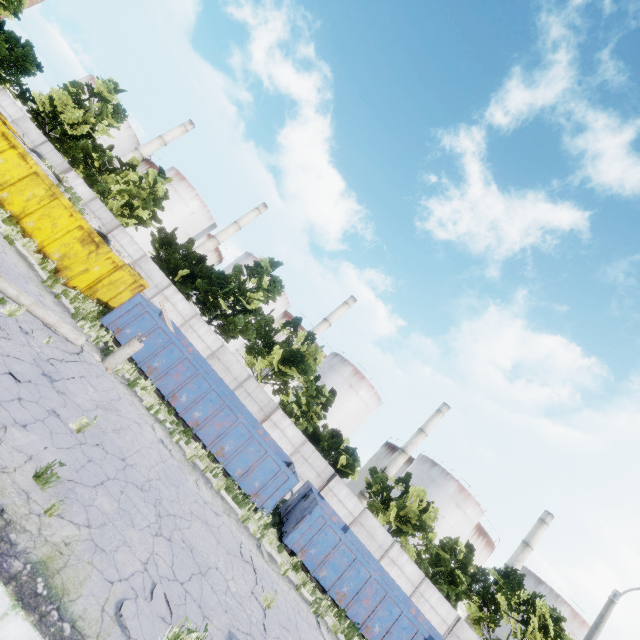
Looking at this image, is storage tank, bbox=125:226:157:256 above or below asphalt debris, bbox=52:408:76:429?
above

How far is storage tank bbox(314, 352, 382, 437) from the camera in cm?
5159

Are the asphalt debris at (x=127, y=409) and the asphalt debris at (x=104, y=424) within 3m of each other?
yes

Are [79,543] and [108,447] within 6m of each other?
yes

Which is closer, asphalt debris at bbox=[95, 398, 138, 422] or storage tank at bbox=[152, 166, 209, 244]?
asphalt debris at bbox=[95, 398, 138, 422]

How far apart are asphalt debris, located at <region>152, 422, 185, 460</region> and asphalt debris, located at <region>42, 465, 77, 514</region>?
5.2m

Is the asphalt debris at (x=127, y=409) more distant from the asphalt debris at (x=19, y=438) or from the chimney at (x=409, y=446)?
the chimney at (x=409, y=446)

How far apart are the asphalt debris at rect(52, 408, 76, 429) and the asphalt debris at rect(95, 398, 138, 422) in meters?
2.6 m
